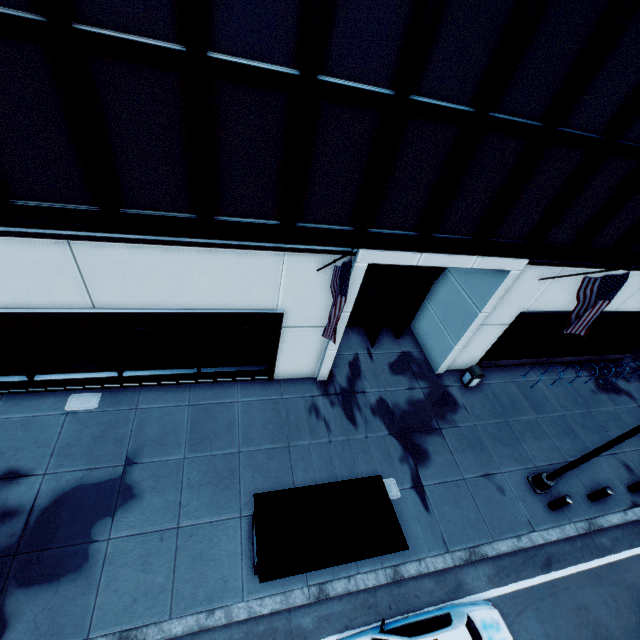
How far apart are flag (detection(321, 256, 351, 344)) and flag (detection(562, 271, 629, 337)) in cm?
797

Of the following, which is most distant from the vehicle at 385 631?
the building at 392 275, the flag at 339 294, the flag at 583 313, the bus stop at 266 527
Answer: the flag at 583 313

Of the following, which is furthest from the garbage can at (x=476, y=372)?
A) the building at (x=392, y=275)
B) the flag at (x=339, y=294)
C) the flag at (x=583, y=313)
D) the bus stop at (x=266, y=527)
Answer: the flag at (x=339, y=294)

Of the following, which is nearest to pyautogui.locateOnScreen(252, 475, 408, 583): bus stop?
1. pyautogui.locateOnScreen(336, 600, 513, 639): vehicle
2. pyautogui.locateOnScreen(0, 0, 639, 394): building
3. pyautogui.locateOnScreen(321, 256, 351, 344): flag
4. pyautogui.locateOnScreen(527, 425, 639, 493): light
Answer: pyautogui.locateOnScreen(336, 600, 513, 639): vehicle

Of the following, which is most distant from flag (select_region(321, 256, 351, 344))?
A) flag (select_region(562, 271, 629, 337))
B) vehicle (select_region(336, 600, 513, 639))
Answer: flag (select_region(562, 271, 629, 337))

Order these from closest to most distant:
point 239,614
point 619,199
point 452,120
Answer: point 452,120 → point 239,614 → point 619,199

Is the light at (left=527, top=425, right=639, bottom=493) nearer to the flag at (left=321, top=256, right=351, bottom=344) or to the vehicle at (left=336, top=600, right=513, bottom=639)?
the vehicle at (left=336, top=600, right=513, bottom=639)

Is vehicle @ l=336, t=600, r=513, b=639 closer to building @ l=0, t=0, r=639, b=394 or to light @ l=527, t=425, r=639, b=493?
light @ l=527, t=425, r=639, b=493
